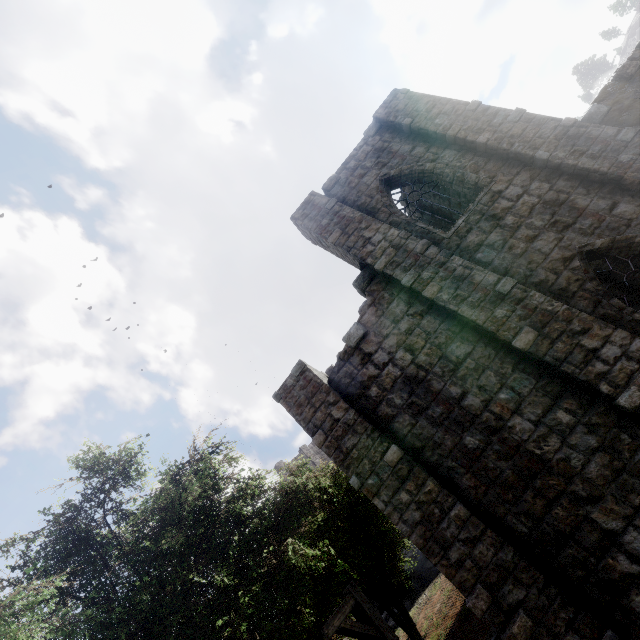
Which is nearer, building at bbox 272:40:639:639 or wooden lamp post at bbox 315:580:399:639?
wooden lamp post at bbox 315:580:399:639

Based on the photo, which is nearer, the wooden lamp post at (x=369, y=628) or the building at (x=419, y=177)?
the wooden lamp post at (x=369, y=628)

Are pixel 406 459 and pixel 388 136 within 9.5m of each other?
no
